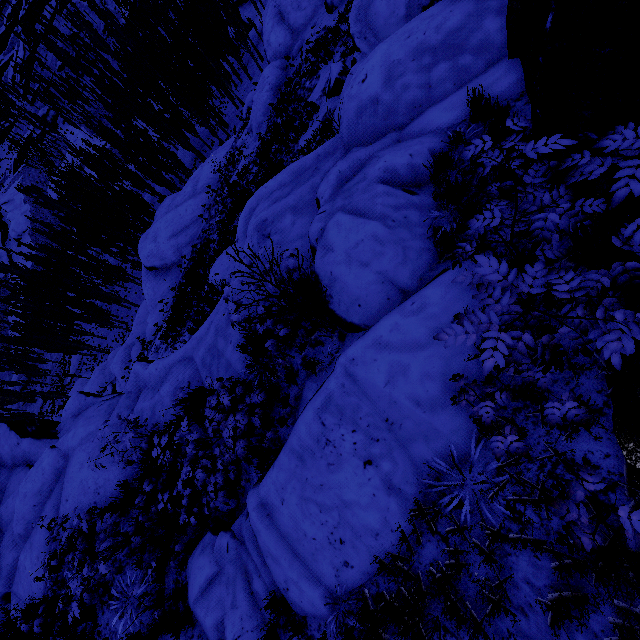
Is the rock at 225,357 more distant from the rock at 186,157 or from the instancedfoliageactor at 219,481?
the rock at 186,157

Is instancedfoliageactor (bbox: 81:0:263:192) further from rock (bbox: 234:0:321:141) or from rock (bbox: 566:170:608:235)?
rock (bbox: 234:0:321:141)

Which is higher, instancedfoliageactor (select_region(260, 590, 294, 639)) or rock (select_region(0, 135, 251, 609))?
instancedfoliageactor (select_region(260, 590, 294, 639))

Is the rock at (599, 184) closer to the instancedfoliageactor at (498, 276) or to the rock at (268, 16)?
the instancedfoliageactor at (498, 276)

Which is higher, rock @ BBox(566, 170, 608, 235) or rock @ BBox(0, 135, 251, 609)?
rock @ BBox(566, 170, 608, 235)

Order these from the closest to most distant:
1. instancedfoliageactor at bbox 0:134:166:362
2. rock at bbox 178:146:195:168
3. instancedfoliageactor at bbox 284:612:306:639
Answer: instancedfoliageactor at bbox 284:612:306:639
instancedfoliageactor at bbox 0:134:166:362
rock at bbox 178:146:195:168

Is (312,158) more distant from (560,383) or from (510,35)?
(560,383)

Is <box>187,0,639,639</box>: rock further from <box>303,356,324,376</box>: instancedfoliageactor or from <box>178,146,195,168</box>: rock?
<box>178,146,195,168</box>: rock
